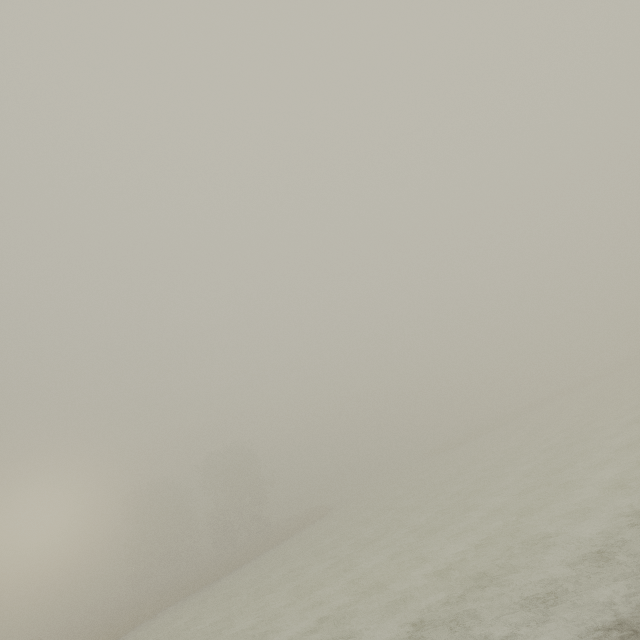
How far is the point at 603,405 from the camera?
31.17m

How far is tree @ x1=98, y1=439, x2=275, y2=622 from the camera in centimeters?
4297cm

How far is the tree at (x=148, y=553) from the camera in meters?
43.0 m
